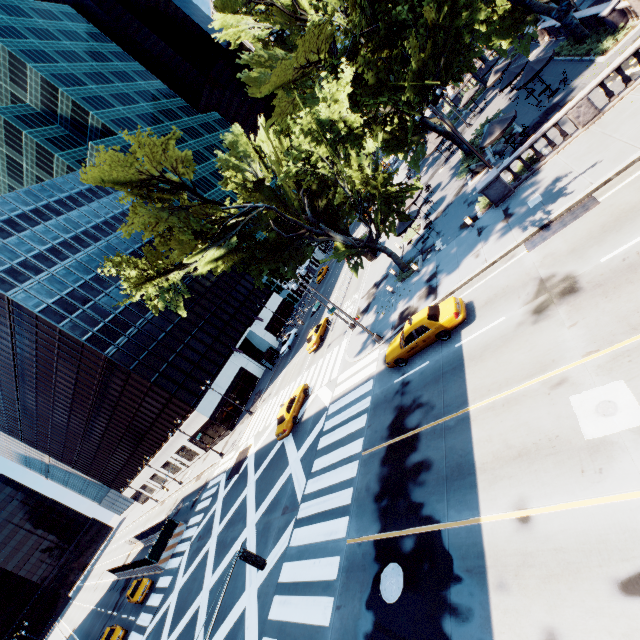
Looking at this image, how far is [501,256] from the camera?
16.3m

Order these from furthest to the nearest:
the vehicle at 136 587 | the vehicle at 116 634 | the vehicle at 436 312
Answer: the vehicle at 136 587
the vehicle at 116 634
the vehicle at 436 312

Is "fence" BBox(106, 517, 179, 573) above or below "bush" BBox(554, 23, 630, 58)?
above

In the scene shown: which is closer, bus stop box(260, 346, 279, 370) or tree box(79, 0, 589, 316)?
tree box(79, 0, 589, 316)

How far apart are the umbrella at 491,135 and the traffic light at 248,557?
26.29m

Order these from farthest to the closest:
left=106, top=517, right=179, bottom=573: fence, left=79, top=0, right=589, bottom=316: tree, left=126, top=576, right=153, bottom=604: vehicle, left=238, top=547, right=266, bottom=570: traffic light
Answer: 1. left=106, top=517, right=179, bottom=573: fence
2. left=126, top=576, right=153, bottom=604: vehicle
3. left=79, top=0, right=589, bottom=316: tree
4. left=238, top=547, right=266, bottom=570: traffic light

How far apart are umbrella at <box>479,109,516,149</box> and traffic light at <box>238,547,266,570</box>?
26.29m

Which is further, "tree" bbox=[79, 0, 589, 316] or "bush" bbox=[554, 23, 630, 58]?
"bush" bbox=[554, 23, 630, 58]
